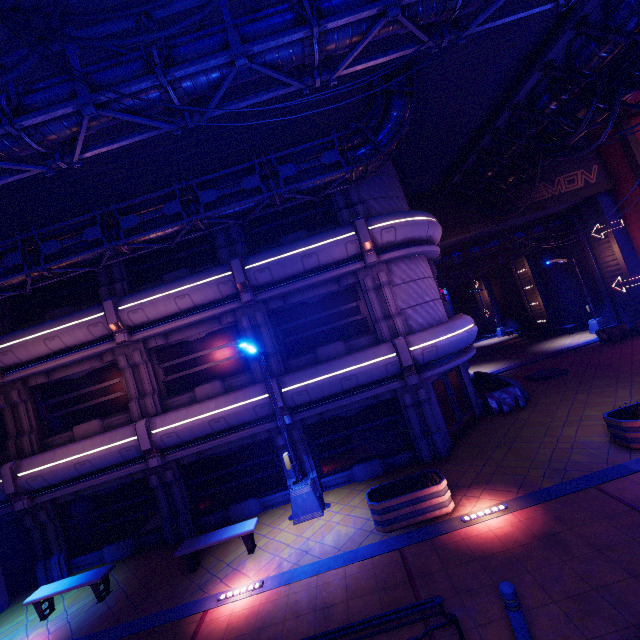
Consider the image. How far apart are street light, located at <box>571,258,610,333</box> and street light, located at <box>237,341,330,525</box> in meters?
23.5

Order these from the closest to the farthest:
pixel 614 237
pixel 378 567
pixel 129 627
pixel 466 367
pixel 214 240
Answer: pixel 378 567 < pixel 129 627 < pixel 214 240 < pixel 466 367 < pixel 614 237

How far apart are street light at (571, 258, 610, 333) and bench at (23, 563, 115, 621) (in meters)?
29.92

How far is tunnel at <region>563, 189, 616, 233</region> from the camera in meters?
20.8

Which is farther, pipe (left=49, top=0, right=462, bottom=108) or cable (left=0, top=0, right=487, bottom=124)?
pipe (left=49, top=0, right=462, bottom=108)

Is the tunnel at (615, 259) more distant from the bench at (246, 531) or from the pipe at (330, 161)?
the bench at (246, 531)

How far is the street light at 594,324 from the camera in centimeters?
2316cm

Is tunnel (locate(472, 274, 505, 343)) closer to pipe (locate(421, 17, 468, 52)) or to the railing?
pipe (locate(421, 17, 468, 52))
